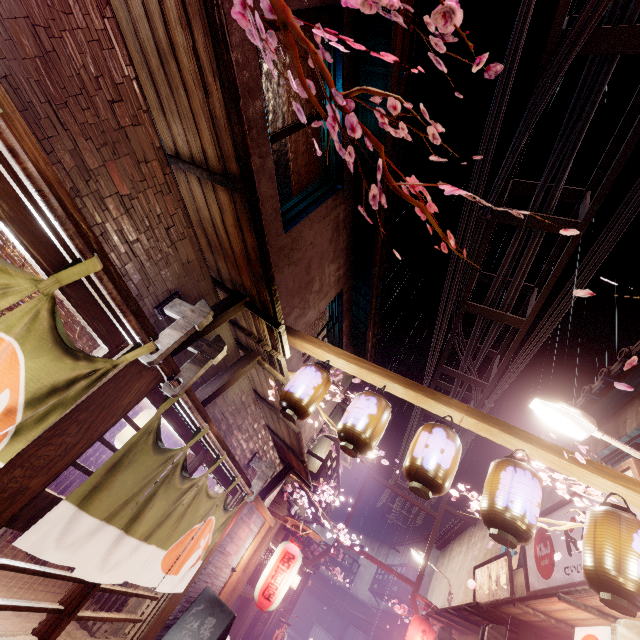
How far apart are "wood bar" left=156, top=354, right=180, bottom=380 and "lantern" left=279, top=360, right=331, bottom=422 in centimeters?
219cm

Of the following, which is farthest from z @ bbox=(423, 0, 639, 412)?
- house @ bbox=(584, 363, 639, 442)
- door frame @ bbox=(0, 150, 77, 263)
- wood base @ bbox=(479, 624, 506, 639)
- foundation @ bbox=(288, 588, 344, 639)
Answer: foundation @ bbox=(288, 588, 344, 639)

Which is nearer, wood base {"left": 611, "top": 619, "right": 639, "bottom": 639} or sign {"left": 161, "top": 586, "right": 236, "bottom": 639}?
wood base {"left": 611, "top": 619, "right": 639, "bottom": 639}

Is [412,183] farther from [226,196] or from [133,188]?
[133,188]

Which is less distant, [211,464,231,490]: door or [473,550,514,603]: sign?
[211,464,231,490]: door

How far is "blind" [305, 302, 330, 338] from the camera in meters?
12.3

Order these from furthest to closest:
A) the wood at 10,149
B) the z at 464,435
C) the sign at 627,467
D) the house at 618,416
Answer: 1. the z at 464,435
2. the house at 618,416
3. the sign at 627,467
4. the wood at 10,149

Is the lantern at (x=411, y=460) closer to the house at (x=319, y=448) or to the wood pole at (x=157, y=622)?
the wood pole at (x=157, y=622)
